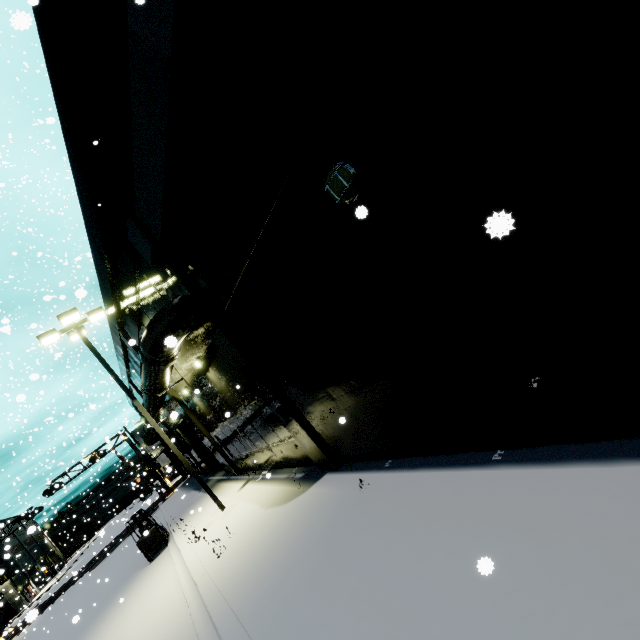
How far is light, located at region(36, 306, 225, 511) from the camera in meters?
12.5 m

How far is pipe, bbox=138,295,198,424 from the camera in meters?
8.6

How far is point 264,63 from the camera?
3.8 meters

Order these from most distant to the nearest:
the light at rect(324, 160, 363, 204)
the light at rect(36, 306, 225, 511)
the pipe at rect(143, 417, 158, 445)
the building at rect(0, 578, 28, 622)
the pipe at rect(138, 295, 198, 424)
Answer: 1. the building at rect(0, 578, 28, 622)
2. the pipe at rect(143, 417, 158, 445)
3. the light at rect(36, 306, 225, 511)
4. the pipe at rect(138, 295, 198, 424)
5. the light at rect(324, 160, 363, 204)

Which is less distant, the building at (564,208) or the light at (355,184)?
the building at (564,208)

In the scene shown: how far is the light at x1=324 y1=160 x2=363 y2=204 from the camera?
3.7m

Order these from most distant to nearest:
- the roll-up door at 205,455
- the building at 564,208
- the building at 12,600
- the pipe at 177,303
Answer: the building at 12,600 < the roll-up door at 205,455 < the pipe at 177,303 < the building at 564,208

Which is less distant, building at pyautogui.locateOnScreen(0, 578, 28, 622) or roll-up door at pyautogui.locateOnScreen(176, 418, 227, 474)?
roll-up door at pyautogui.locateOnScreen(176, 418, 227, 474)
